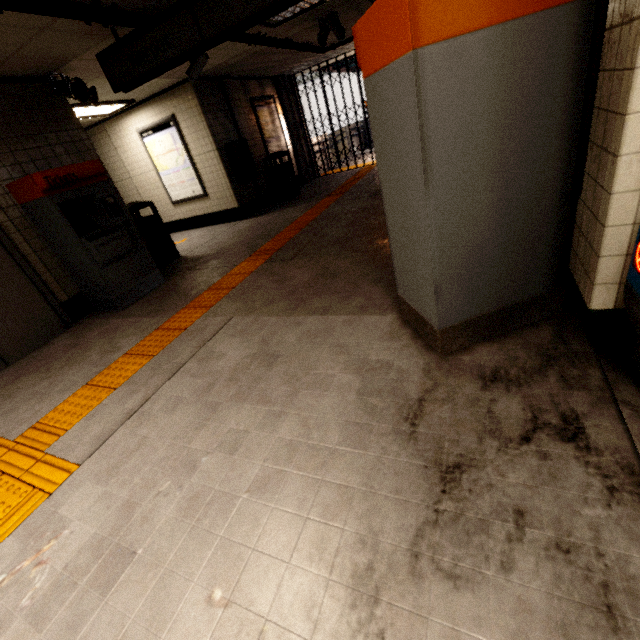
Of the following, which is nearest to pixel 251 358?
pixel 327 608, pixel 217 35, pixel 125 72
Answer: pixel 327 608

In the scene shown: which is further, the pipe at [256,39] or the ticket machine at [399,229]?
the pipe at [256,39]

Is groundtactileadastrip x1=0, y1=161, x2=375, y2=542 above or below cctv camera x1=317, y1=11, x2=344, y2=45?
below

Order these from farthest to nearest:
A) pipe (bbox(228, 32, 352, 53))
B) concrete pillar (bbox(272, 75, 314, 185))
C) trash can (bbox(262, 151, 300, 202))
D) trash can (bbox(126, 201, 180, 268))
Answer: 1. concrete pillar (bbox(272, 75, 314, 185))
2. trash can (bbox(262, 151, 300, 202))
3. trash can (bbox(126, 201, 180, 268))
4. pipe (bbox(228, 32, 352, 53))

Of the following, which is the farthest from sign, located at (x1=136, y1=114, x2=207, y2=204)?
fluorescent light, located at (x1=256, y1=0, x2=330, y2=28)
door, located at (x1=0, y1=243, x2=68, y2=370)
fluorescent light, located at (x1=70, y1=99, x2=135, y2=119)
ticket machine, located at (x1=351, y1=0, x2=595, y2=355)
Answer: ticket machine, located at (x1=351, y1=0, x2=595, y2=355)

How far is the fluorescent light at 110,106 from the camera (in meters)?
6.12

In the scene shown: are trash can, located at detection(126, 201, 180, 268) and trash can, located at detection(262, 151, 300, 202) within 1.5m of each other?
no

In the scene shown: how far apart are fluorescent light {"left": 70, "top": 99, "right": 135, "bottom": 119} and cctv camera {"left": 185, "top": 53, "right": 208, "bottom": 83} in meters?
2.3
